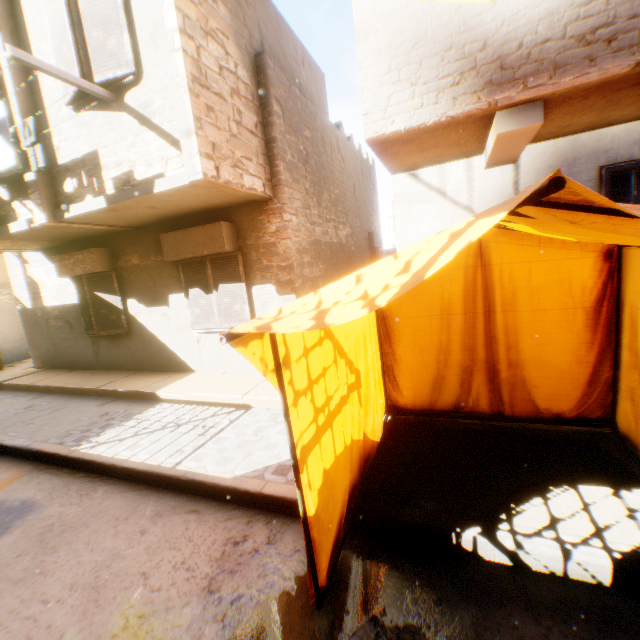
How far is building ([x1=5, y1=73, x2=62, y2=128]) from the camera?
5.4 meters

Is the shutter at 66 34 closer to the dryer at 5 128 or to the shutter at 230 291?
the dryer at 5 128

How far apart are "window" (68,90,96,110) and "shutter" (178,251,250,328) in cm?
290

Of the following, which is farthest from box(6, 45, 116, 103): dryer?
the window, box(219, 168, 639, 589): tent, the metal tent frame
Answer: the metal tent frame

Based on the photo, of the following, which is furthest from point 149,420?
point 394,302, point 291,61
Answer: point 291,61

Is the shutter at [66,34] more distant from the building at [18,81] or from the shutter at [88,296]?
the shutter at [88,296]

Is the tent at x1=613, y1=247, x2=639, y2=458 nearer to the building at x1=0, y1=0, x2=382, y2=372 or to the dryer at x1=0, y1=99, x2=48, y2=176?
the building at x1=0, y1=0, x2=382, y2=372

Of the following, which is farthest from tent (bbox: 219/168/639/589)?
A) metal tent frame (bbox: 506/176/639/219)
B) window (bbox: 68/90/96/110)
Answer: window (bbox: 68/90/96/110)
